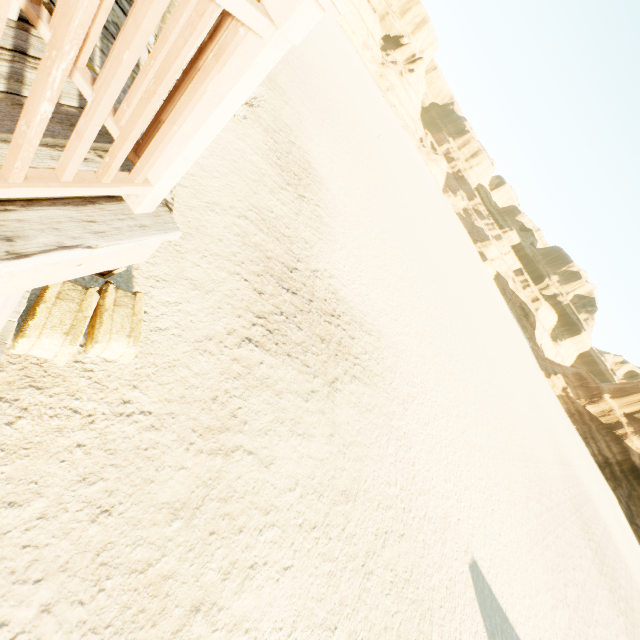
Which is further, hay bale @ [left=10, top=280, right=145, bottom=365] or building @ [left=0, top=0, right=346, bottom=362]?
hay bale @ [left=10, top=280, right=145, bottom=365]

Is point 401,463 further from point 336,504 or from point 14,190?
point 14,190

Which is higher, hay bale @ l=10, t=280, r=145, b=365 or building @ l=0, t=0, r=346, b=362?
building @ l=0, t=0, r=346, b=362

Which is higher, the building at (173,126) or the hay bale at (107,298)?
the building at (173,126)

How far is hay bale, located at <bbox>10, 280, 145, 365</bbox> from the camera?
3.5 meters

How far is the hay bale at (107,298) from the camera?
3.52m
